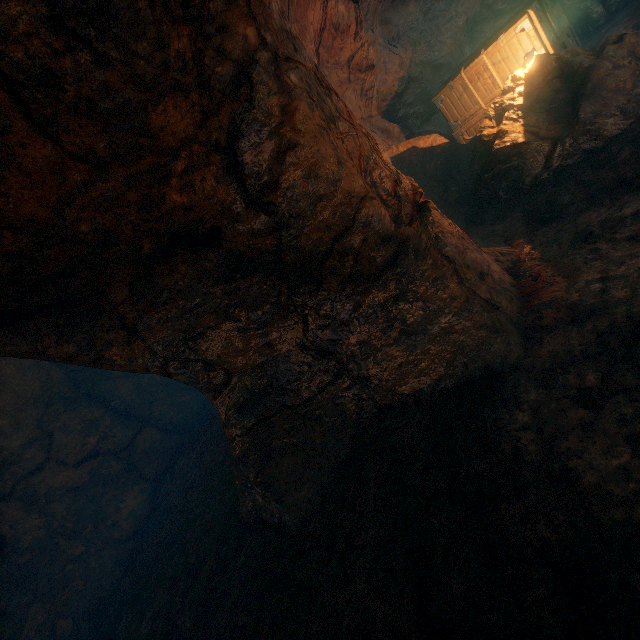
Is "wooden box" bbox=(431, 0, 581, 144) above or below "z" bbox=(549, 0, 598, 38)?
above

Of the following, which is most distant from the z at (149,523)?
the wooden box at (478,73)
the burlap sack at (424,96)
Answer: the wooden box at (478,73)

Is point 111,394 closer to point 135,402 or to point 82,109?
point 135,402

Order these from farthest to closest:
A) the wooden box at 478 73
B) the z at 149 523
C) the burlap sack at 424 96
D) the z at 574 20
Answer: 1. the z at 574 20
2. the wooden box at 478 73
3. the burlap sack at 424 96
4. the z at 149 523

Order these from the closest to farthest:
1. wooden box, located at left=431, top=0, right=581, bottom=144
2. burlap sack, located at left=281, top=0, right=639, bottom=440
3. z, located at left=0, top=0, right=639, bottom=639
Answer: z, located at left=0, top=0, right=639, bottom=639 → burlap sack, located at left=281, top=0, right=639, bottom=440 → wooden box, located at left=431, top=0, right=581, bottom=144

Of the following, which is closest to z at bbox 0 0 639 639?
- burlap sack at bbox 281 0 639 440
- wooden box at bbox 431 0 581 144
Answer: burlap sack at bbox 281 0 639 440

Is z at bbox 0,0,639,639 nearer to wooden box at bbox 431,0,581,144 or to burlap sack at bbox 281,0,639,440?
burlap sack at bbox 281,0,639,440
